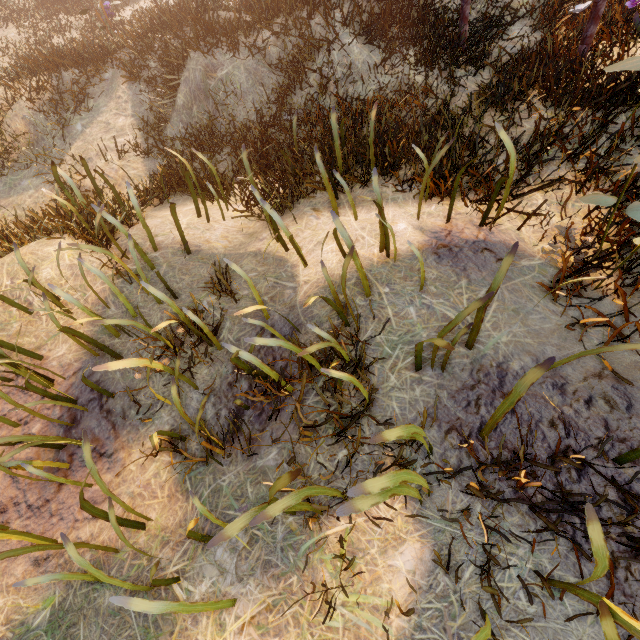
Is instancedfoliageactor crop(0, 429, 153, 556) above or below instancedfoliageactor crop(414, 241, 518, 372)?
below

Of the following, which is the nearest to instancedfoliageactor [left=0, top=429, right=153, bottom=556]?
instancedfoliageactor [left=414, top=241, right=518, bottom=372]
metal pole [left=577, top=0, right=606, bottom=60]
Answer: instancedfoliageactor [left=414, top=241, right=518, bottom=372]

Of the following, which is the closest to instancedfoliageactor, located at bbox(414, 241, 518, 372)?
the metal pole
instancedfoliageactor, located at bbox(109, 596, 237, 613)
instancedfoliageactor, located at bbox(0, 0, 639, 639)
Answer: instancedfoliageactor, located at bbox(109, 596, 237, 613)

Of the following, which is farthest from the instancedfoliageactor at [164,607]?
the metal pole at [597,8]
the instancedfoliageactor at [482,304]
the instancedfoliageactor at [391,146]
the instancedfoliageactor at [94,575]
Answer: the instancedfoliageactor at [391,146]

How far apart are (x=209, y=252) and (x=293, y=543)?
3.84m

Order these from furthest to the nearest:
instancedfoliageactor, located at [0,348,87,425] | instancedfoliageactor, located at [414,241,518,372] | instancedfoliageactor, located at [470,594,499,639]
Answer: instancedfoliageactor, located at [0,348,87,425] < instancedfoliageactor, located at [414,241,518,372] < instancedfoliageactor, located at [470,594,499,639]

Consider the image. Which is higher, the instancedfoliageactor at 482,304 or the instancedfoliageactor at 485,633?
the instancedfoliageactor at 482,304

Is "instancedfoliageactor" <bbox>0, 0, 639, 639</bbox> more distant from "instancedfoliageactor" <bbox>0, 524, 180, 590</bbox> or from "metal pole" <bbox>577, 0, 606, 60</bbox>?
"metal pole" <bbox>577, 0, 606, 60</bbox>
